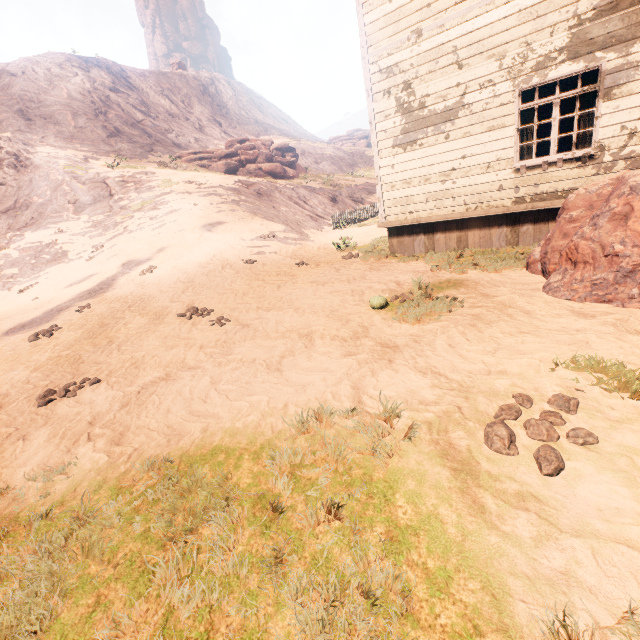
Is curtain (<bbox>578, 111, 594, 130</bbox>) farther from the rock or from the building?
the rock

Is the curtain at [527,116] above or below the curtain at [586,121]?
above

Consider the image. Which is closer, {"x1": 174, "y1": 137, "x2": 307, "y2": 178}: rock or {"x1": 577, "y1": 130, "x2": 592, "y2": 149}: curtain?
{"x1": 577, "y1": 130, "x2": 592, "y2": 149}: curtain

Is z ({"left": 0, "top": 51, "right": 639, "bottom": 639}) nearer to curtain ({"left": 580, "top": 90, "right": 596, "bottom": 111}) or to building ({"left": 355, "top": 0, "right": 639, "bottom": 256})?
building ({"left": 355, "top": 0, "right": 639, "bottom": 256})

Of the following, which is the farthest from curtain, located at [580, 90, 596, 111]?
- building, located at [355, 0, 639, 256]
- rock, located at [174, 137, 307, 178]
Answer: rock, located at [174, 137, 307, 178]

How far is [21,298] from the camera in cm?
1280

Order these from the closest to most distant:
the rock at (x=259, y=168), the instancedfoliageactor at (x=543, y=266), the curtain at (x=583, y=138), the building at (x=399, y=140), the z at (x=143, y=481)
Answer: the z at (x=143, y=481), the instancedfoliageactor at (x=543, y=266), the building at (x=399, y=140), the curtain at (x=583, y=138), the rock at (x=259, y=168)
